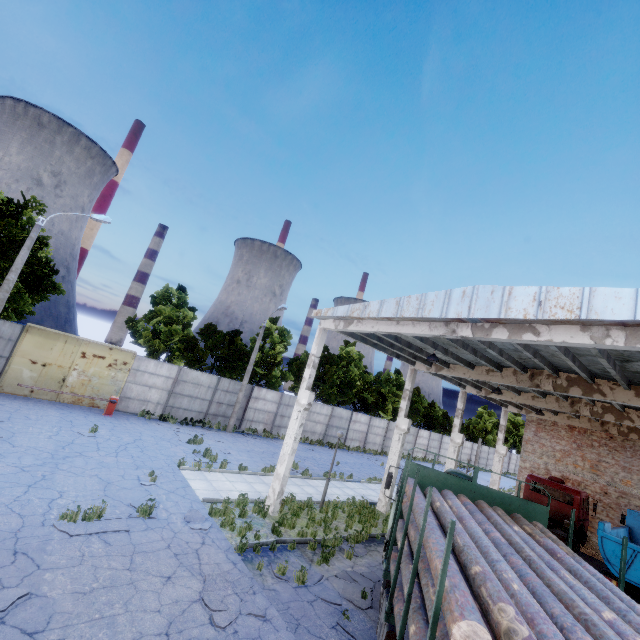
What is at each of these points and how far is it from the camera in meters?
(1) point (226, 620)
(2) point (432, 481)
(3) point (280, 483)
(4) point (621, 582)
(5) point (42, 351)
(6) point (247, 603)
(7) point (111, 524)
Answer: (1) asphalt debris, 6.7
(2) truck, 8.0
(3) column beam, 12.5
(4) truck, 5.1
(5) door, 18.4
(6) asphalt debris, 7.3
(7) asphalt debris, 8.7

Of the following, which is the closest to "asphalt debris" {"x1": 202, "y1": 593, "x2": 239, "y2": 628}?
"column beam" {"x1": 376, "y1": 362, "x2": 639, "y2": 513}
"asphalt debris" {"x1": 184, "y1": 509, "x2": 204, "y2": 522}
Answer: "asphalt debris" {"x1": 184, "y1": 509, "x2": 204, "y2": 522}

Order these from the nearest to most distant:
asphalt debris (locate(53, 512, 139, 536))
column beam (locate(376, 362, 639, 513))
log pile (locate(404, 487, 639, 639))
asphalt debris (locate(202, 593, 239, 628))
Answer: log pile (locate(404, 487, 639, 639)), asphalt debris (locate(202, 593, 239, 628)), asphalt debris (locate(53, 512, 139, 536)), column beam (locate(376, 362, 639, 513))

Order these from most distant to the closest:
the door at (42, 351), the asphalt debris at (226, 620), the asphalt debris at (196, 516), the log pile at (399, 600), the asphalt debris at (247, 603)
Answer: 1. the door at (42, 351)
2. the asphalt debris at (196, 516)
3. the asphalt debris at (247, 603)
4. the asphalt debris at (226, 620)
5. the log pile at (399, 600)

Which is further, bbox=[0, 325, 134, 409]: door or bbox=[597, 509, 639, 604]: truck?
bbox=[0, 325, 134, 409]: door

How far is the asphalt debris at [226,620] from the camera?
6.6 meters

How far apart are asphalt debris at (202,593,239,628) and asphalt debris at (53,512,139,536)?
2.6m
